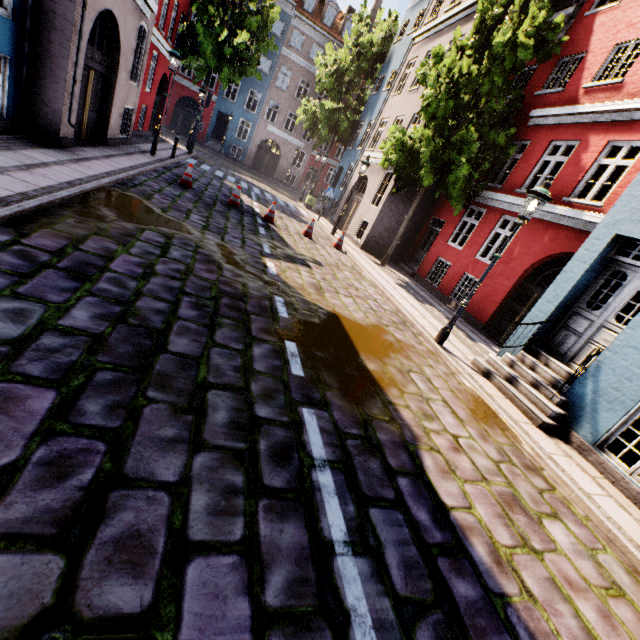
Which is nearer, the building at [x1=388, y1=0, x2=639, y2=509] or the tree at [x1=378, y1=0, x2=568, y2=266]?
the building at [x1=388, y1=0, x2=639, y2=509]

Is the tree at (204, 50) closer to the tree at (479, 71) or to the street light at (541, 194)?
the tree at (479, 71)

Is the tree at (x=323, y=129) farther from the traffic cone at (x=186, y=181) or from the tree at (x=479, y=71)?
the traffic cone at (x=186, y=181)

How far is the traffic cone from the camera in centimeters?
1072cm

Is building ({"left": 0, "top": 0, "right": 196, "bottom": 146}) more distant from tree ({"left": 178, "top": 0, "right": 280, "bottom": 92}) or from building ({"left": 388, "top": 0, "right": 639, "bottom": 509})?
building ({"left": 388, "top": 0, "right": 639, "bottom": 509})

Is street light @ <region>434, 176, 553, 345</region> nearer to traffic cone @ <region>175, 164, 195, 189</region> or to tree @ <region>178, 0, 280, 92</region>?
traffic cone @ <region>175, 164, 195, 189</region>

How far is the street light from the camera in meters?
6.1

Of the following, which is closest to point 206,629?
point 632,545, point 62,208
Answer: point 632,545
